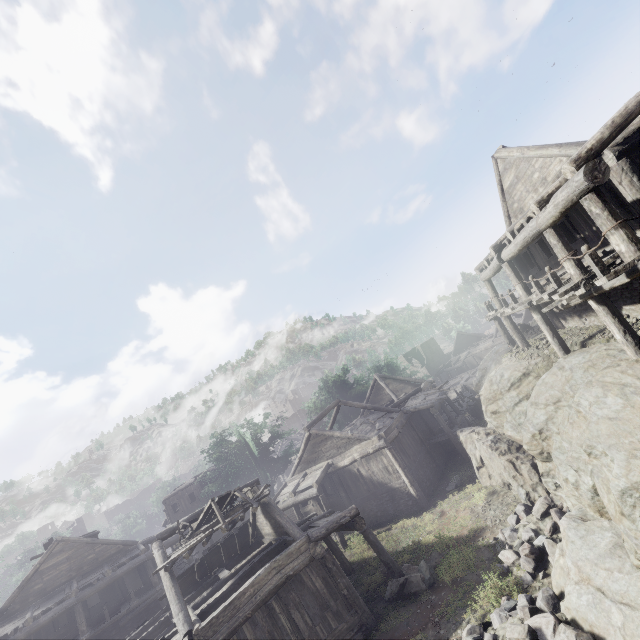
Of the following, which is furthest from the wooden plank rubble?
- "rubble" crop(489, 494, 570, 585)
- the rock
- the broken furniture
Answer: the rock

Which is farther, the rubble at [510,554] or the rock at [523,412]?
the rubble at [510,554]

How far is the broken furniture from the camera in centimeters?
1382cm

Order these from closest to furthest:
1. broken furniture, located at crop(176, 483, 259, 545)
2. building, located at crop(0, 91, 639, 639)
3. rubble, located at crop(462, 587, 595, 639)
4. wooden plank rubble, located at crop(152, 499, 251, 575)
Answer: rubble, located at crop(462, 587, 595, 639), building, located at crop(0, 91, 639, 639), wooden plank rubble, located at crop(152, 499, 251, 575), broken furniture, located at crop(176, 483, 259, 545)

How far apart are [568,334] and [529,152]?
8.5m

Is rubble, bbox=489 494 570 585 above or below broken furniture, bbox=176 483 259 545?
below

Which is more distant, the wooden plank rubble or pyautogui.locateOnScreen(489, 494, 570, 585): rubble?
the wooden plank rubble

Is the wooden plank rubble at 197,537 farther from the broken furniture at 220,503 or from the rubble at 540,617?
the rubble at 540,617
